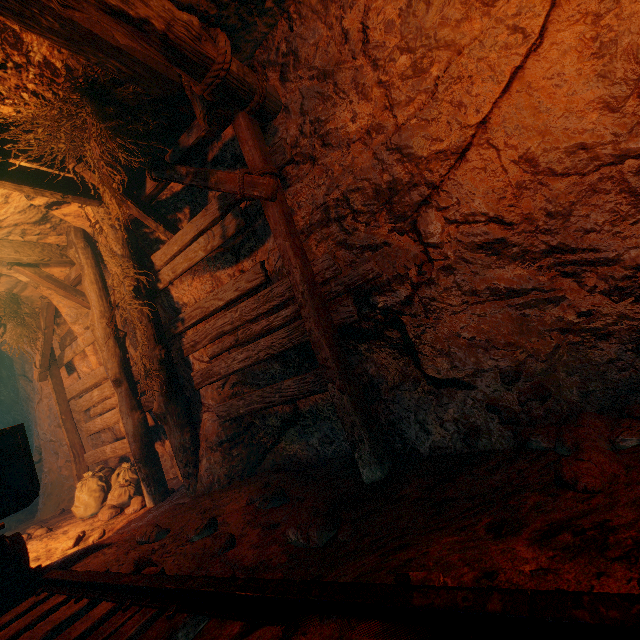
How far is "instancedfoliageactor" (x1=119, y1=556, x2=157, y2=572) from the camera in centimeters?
231cm

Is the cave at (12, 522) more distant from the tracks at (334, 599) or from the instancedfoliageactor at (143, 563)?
the instancedfoliageactor at (143, 563)

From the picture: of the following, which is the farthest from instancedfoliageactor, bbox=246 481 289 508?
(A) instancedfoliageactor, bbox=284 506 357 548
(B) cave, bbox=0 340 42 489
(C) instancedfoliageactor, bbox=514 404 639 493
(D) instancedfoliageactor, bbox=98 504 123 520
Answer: (B) cave, bbox=0 340 42 489

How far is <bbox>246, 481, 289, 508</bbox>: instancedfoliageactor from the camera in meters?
3.0

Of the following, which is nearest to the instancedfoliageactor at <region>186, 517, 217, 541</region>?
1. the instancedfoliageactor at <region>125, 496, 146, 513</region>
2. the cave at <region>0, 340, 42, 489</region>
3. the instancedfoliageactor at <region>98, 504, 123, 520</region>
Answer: the instancedfoliageactor at <region>125, 496, 146, 513</region>

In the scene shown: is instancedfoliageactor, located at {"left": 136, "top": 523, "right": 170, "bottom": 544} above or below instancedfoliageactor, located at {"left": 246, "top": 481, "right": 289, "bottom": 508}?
below

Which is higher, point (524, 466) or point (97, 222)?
point (97, 222)

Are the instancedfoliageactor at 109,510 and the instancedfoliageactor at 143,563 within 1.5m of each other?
no
